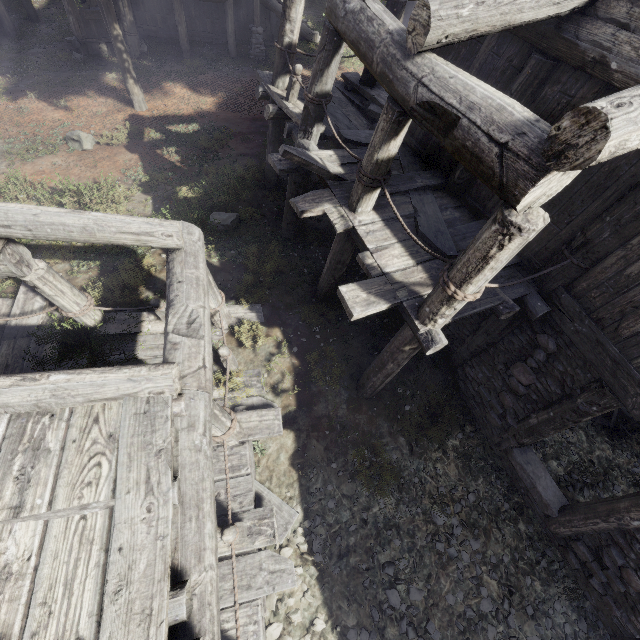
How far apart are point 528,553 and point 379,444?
3.5m

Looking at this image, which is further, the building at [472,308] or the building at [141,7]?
the building at [141,7]

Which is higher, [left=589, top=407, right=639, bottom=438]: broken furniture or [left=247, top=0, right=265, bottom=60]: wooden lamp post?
[left=247, top=0, right=265, bottom=60]: wooden lamp post

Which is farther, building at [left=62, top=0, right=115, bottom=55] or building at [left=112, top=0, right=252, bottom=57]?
building at [left=112, top=0, right=252, bottom=57]

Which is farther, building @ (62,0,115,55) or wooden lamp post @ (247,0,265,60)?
wooden lamp post @ (247,0,265,60)

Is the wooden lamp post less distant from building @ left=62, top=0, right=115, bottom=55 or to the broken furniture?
building @ left=62, top=0, right=115, bottom=55

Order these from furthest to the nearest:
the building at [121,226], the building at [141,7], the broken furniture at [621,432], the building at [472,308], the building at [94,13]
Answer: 1. the building at [141,7]
2. the building at [94,13]
3. the broken furniture at [621,432]
4. the building at [472,308]
5. the building at [121,226]

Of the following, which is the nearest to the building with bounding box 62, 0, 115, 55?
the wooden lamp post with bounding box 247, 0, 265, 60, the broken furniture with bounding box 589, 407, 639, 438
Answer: the wooden lamp post with bounding box 247, 0, 265, 60
